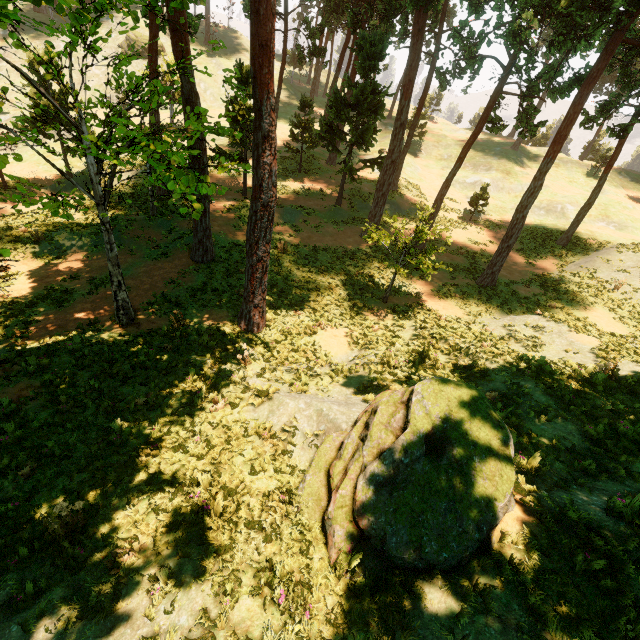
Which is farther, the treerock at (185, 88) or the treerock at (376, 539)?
the treerock at (185, 88)

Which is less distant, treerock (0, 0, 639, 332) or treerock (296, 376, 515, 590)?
treerock (296, 376, 515, 590)

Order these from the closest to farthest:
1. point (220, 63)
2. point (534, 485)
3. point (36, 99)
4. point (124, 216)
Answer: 1. point (534, 485)
2. point (124, 216)
3. point (36, 99)
4. point (220, 63)

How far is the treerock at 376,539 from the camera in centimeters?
510cm

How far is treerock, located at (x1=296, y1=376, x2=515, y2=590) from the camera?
5.1m
